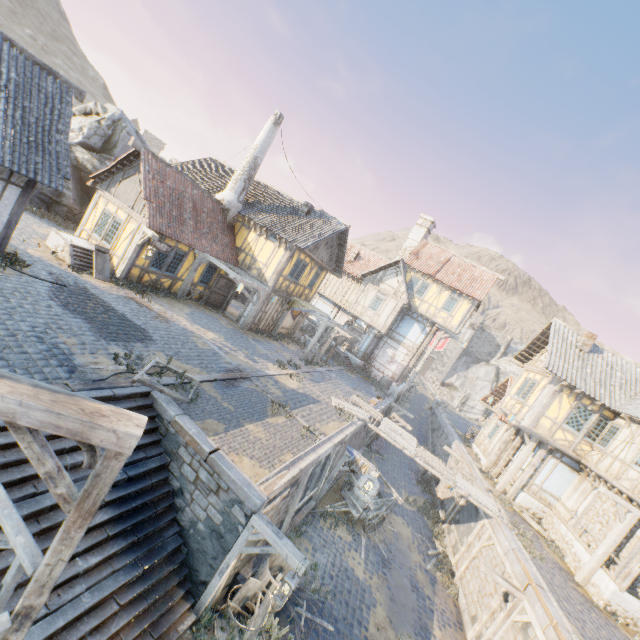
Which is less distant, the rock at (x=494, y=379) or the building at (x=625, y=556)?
the building at (x=625, y=556)

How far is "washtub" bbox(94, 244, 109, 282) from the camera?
13.67m

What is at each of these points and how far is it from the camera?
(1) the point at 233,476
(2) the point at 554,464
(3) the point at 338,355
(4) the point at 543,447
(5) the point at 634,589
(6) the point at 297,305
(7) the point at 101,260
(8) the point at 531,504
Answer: (1) stone blocks, 7.3 meters
(2) building, 16.8 meters
(3) stairs, 26.2 meters
(4) wooden structure, 16.9 meters
(5) building, 11.8 meters
(6) fabric, 21.1 meters
(7) washtub, 14.2 meters
(8) stone foundation, 16.8 meters

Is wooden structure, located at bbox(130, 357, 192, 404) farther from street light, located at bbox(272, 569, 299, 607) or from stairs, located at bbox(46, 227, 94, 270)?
stairs, located at bbox(46, 227, 94, 270)

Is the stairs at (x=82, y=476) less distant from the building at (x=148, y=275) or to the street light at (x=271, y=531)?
the street light at (x=271, y=531)

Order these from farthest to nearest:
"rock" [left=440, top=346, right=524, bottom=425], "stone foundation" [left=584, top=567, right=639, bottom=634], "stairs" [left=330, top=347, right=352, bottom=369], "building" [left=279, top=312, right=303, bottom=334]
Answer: "rock" [left=440, top=346, right=524, bottom=425]
"stairs" [left=330, top=347, right=352, bottom=369]
"building" [left=279, top=312, right=303, bottom=334]
"stone foundation" [left=584, top=567, right=639, bottom=634]

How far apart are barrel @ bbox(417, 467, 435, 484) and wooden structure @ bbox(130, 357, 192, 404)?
18.3 meters

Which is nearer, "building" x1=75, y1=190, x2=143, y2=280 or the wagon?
the wagon
